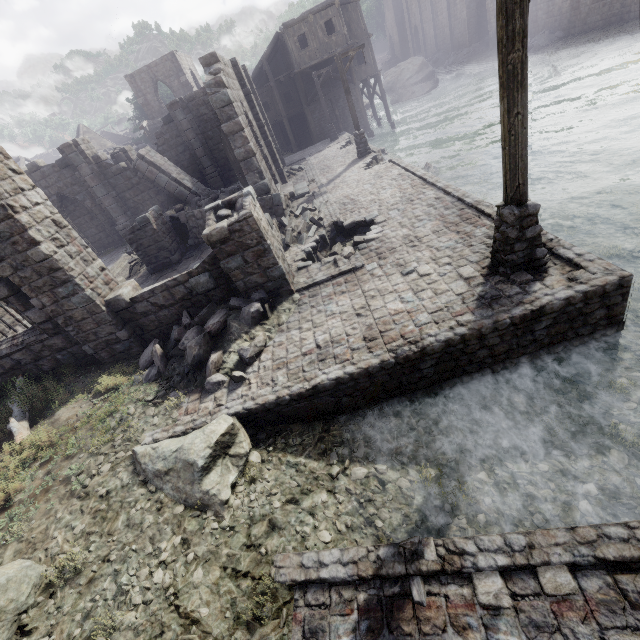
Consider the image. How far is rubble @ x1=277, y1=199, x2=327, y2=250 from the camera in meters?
11.6 m

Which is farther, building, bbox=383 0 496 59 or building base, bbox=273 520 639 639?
building, bbox=383 0 496 59

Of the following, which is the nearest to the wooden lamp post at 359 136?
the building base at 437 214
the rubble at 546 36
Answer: the building base at 437 214

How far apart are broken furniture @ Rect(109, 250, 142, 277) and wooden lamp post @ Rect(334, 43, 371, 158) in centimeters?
1324cm

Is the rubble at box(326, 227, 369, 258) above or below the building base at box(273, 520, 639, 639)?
above

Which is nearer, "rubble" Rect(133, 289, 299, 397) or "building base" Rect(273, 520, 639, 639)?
"building base" Rect(273, 520, 639, 639)

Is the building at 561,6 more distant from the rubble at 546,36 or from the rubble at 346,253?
the rubble at 346,253

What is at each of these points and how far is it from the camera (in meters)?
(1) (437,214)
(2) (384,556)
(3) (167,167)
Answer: (1) building base, 9.33
(2) building base, 3.91
(3) building, 19.61
